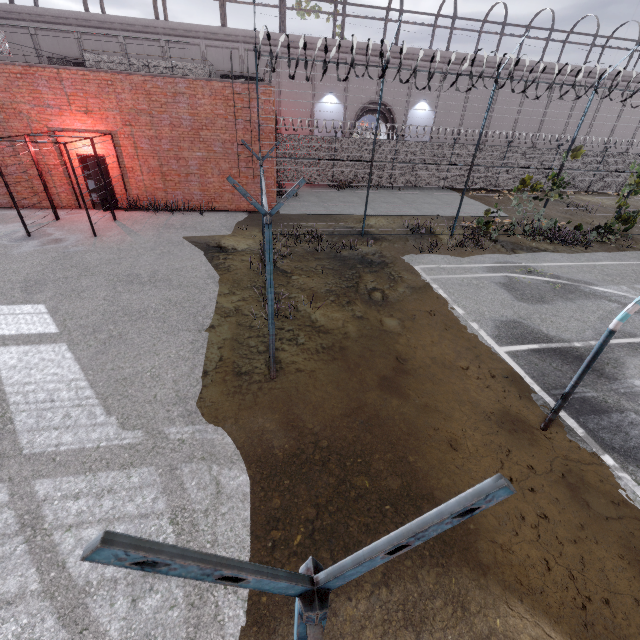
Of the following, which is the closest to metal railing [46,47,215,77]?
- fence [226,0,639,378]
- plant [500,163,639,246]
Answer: fence [226,0,639,378]

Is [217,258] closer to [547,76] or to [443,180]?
[443,180]

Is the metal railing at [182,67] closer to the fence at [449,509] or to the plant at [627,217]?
the fence at [449,509]

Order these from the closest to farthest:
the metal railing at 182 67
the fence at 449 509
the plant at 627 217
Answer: the fence at 449 509
the metal railing at 182 67
the plant at 627 217

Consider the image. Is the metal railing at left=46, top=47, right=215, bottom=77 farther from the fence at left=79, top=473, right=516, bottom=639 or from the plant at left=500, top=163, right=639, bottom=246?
the plant at left=500, top=163, right=639, bottom=246

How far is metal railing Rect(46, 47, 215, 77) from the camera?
12.2m

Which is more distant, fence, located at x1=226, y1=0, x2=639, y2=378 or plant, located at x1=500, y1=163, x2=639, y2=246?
plant, located at x1=500, y1=163, x2=639, y2=246
